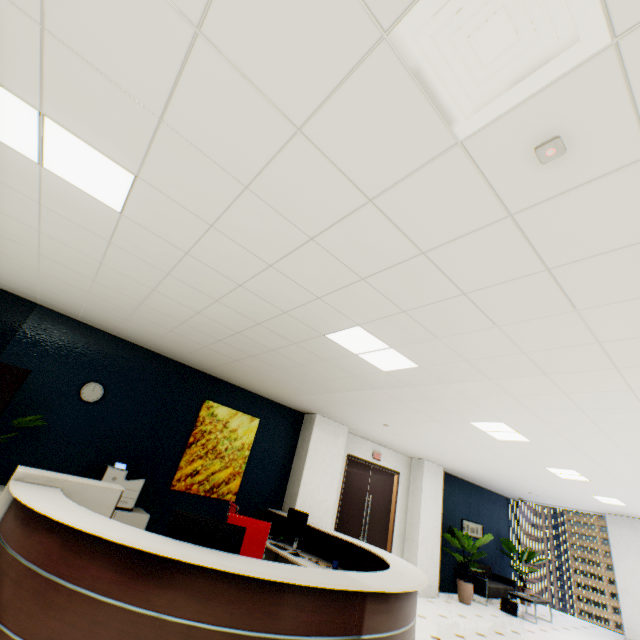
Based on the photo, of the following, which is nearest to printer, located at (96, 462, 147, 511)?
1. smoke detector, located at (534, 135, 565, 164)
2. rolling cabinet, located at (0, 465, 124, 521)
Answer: rolling cabinet, located at (0, 465, 124, 521)

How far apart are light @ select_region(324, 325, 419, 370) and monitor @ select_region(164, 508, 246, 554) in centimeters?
178cm

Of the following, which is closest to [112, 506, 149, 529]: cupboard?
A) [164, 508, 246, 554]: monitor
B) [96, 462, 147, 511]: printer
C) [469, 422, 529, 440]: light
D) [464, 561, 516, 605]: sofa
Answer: [96, 462, 147, 511]: printer

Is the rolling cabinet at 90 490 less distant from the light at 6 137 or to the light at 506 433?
the light at 6 137

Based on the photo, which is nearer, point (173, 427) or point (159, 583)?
point (159, 583)

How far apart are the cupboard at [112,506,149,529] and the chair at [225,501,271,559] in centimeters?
171cm

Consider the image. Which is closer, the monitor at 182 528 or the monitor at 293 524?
the monitor at 182 528

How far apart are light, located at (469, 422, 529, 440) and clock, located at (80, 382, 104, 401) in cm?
552
